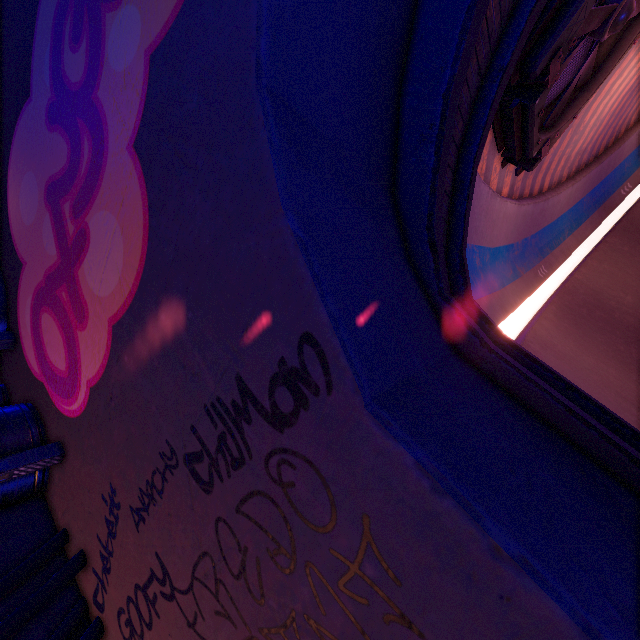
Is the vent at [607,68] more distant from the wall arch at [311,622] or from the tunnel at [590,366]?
the wall arch at [311,622]

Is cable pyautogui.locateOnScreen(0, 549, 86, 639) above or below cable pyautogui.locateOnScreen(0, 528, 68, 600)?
below

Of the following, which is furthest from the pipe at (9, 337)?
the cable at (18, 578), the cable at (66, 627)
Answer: the cable at (66, 627)

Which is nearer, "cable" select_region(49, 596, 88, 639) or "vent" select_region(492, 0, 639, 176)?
"cable" select_region(49, 596, 88, 639)

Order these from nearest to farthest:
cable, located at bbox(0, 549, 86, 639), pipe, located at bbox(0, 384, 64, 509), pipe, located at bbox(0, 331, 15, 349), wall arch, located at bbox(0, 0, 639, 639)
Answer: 1. wall arch, located at bbox(0, 0, 639, 639)
2. cable, located at bbox(0, 549, 86, 639)
3. pipe, located at bbox(0, 384, 64, 509)
4. pipe, located at bbox(0, 331, 15, 349)

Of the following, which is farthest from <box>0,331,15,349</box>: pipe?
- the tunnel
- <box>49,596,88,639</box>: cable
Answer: the tunnel

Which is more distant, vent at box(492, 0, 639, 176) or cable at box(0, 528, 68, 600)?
vent at box(492, 0, 639, 176)

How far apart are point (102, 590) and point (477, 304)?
6.62m
